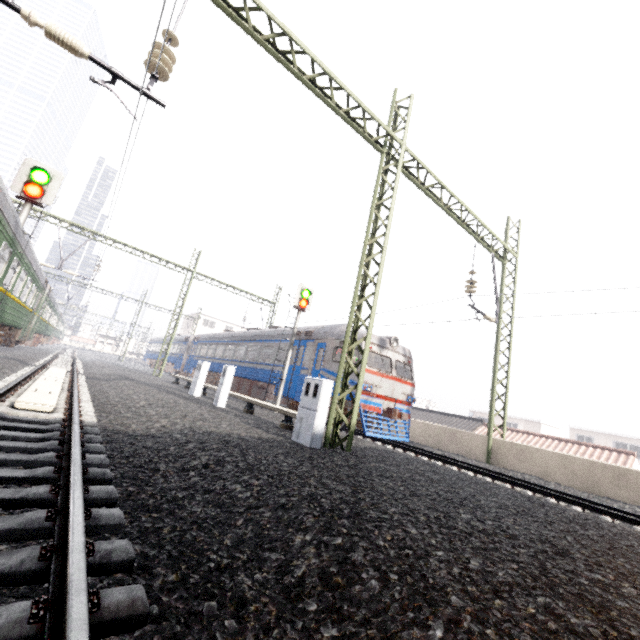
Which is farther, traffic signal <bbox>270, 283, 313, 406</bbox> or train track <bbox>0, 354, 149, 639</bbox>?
traffic signal <bbox>270, 283, 313, 406</bbox>

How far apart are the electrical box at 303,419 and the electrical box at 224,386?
4.8m

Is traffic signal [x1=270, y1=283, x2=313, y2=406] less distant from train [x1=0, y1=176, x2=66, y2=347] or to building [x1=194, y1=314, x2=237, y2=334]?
train [x1=0, y1=176, x2=66, y2=347]

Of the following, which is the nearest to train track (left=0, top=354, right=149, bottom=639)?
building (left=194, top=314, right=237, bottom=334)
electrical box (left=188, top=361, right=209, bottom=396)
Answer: electrical box (left=188, top=361, right=209, bottom=396)

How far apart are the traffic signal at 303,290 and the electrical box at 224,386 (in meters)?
2.94

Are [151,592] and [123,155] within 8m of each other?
yes

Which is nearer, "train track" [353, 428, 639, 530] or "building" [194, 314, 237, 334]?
"train track" [353, 428, 639, 530]

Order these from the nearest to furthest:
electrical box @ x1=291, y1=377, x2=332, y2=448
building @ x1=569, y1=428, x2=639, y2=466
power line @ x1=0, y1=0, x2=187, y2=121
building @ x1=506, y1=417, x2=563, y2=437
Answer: power line @ x1=0, y1=0, x2=187, y2=121 → electrical box @ x1=291, y1=377, x2=332, y2=448 → building @ x1=569, y1=428, x2=639, y2=466 → building @ x1=506, y1=417, x2=563, y2=437
